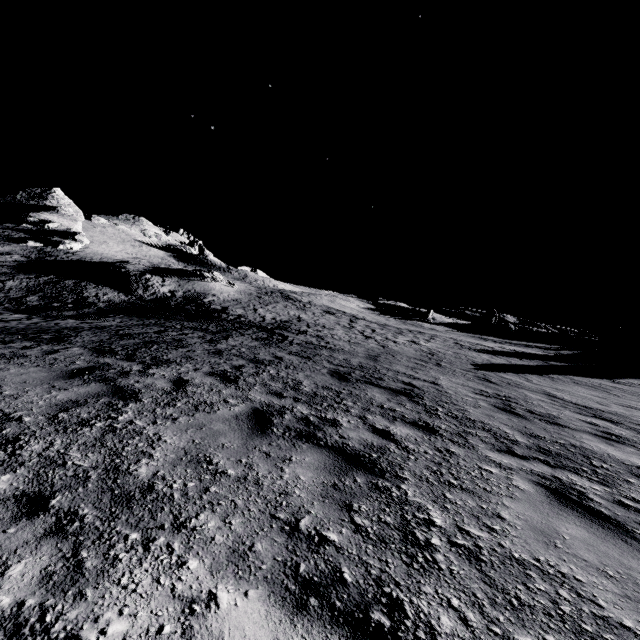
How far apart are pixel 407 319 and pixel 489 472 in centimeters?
5493cm

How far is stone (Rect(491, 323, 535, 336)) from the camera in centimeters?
5619cm

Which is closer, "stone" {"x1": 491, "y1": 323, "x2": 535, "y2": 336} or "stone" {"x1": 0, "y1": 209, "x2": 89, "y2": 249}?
"stone" {"x1": 0, "y1": 209, "x2": 89, "y2": 249}

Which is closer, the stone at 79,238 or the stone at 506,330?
the stone at 79,238

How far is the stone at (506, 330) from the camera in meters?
56.2 m
